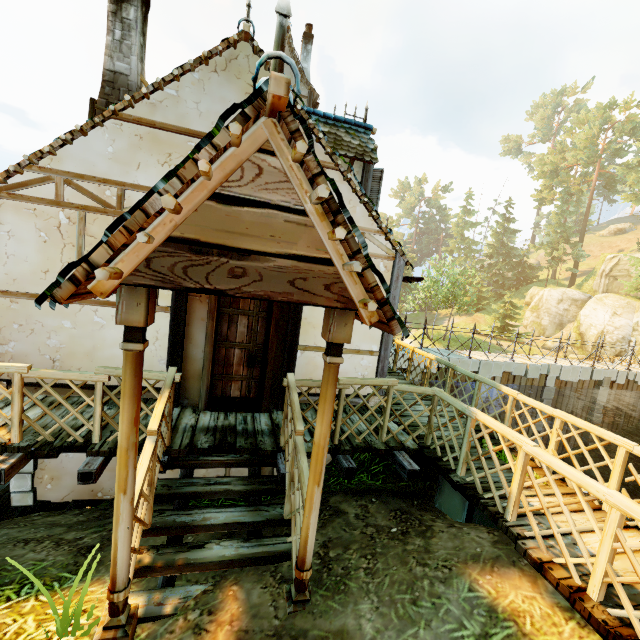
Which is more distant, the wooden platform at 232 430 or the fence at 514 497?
the wooden platform at 232 430

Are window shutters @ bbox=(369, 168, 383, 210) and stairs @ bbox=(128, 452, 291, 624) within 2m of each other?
no

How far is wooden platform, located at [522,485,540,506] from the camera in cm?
409

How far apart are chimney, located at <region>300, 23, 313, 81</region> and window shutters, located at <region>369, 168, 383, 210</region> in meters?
11.1

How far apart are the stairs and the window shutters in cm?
599

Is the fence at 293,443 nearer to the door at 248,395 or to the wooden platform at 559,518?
the wooden platform at 559,518

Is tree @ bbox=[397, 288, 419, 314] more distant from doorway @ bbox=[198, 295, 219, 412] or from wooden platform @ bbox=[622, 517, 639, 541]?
doorway @ bbox=[198, 295, 219, 412]

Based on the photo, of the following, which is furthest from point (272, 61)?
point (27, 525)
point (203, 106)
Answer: point (27, 525)
